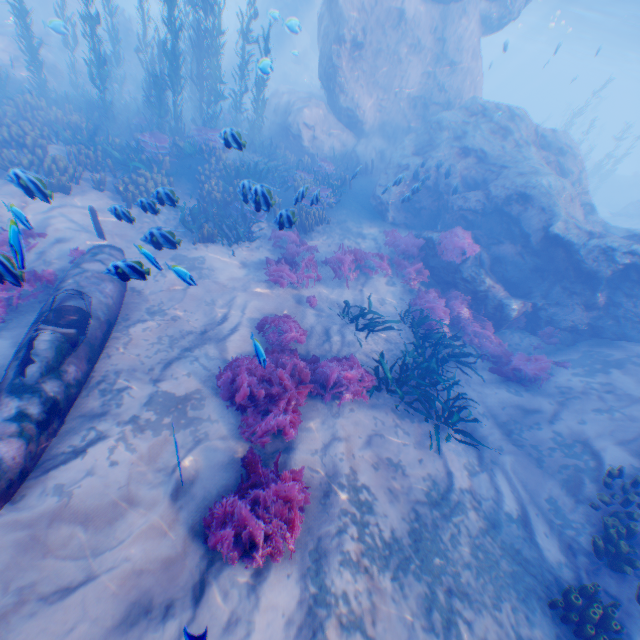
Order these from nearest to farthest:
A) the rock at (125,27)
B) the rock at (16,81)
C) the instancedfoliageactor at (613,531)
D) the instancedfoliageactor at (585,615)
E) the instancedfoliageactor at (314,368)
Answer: the instancedfoliageactor at (585,615) < the instancedfoliageactor at (613,531) < the instancedfoliageactor at (314,368) < the rock at (16,81) < the rock at (125,27)

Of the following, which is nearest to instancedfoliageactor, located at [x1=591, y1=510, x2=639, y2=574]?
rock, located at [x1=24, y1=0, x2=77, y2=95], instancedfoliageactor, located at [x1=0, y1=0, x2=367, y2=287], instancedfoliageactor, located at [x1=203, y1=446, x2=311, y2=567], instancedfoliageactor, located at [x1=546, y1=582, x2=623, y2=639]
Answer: instancedfoliageactor, located at [x1=546, y1=582, x2=623, y2=639]

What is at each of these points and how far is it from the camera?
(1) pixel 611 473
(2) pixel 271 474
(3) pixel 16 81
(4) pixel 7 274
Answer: (1) instancedfoliageactor, 6.17m
(2) instancedfoliageactor, 4.90m
(3) rock, 14.39m
(4) instancedfoliageactor, 4.48m

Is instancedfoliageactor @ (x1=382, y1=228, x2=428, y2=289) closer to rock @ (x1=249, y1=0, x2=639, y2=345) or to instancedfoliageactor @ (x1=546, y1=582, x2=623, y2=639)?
rock @ (x1=249, y1=0, x2=639, y2=345)

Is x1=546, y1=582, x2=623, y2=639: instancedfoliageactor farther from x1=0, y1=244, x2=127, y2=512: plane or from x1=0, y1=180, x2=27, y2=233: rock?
x1=0, y1=180, x2=27, y2=233: rock

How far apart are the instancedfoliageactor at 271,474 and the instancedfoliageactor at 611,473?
5.1m

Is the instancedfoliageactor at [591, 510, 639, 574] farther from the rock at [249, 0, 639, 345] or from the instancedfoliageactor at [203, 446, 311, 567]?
the instancedfoliageactor at [203, 446, 311, 567]

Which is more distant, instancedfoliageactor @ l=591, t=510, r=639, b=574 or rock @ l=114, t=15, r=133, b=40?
rock @ l=114, t=15, r=133, b=40
